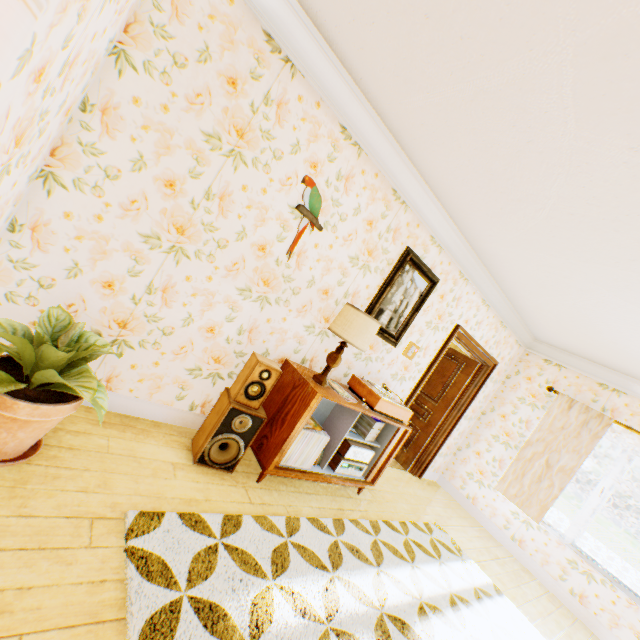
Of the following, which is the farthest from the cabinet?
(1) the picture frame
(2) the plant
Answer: (2) the plant

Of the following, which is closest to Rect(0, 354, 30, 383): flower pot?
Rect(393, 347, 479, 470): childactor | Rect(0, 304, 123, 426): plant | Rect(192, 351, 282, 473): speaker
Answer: Rect(0, 304, 123, 426): plant

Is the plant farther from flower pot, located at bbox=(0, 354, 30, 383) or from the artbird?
the artbird

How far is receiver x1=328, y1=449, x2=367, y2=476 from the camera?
3.32m

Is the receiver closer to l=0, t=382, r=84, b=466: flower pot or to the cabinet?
the cabinet

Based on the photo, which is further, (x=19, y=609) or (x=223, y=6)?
(x=223, y=6)

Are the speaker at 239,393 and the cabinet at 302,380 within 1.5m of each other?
yes

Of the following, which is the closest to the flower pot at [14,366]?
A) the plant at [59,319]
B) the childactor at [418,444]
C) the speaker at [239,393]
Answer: the plant at [59,319]
